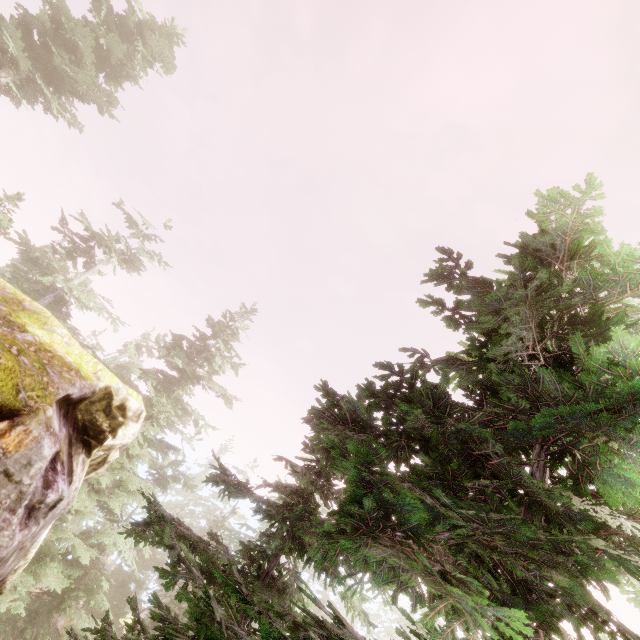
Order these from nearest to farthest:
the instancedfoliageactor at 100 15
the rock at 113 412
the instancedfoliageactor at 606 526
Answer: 1. the instancedfoliageactor at 606 526
2. the rock at 113 412
3. the instancedfoliageactor at 100 15

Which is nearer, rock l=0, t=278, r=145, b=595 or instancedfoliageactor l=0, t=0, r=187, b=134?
rock l=0, t=278, r=145, b=595

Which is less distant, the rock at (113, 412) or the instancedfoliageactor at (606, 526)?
the instancedfoliageactor at (606, 526)

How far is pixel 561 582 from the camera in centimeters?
162cm

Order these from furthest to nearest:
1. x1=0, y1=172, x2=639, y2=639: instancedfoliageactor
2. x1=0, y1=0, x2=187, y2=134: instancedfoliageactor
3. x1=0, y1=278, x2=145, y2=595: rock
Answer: x1=0, y1=0, x2=187, y2=134: instancedfoliageactor → x1=0, y1=278, x2=145, y2=595: rock → x1=0, y1=172, x2=639, y2=639: instancedfoliageactor

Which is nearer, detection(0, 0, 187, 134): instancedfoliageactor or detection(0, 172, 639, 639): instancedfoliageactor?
detection(0, 172, 639, 639): instancedfoliageactor

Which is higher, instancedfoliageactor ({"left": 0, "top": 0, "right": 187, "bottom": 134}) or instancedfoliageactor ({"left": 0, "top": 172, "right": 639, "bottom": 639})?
instancedfoliageactor ({"left": 0, "top": 0, "right": 187, "bottom": 134})
